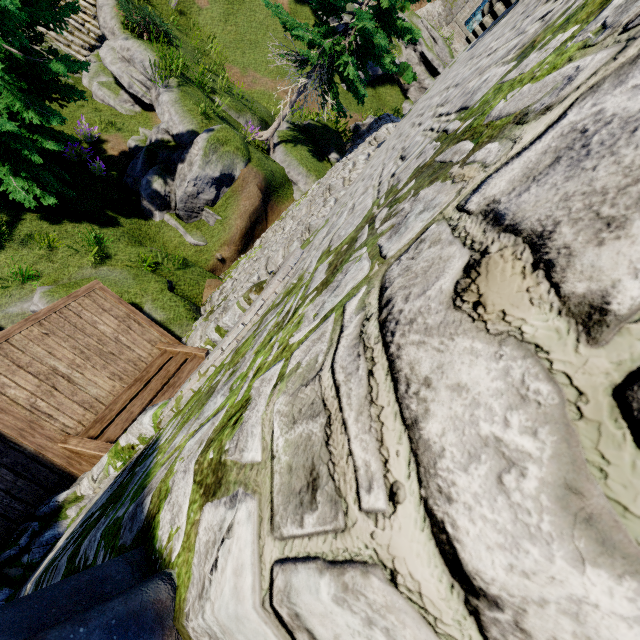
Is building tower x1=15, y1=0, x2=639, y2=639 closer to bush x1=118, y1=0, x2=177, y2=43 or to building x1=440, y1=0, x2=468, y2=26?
bush x1=118, y1=0, x2=177, y2=43

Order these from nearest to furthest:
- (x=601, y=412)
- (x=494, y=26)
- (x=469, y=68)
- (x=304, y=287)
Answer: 1. (x=601, y=412)
2. (x=304, y=287)
3. (x=469, y=68)
4. (x=494, y=26)

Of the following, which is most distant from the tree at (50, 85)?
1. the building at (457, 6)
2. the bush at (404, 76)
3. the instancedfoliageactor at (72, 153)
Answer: the building at (457, 6)

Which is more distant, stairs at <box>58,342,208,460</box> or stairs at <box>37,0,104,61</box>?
stairs at <box>37,0,104,61</box>

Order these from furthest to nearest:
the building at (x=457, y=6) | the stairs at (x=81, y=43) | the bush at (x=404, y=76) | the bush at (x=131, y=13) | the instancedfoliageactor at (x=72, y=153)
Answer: the building at (x=457, y=6) < the bush at (x=404, y=76) < the stairs at (x=81, y=43) < the bush at (x=131, y=13) < the instancedfoliageactor at (x=72, y=153)

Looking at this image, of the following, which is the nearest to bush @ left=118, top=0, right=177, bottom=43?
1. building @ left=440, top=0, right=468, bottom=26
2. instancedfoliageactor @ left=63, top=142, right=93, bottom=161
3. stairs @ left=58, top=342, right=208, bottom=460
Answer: instancedfoliageactor @ left=63, top=142, right=93, bottom=161

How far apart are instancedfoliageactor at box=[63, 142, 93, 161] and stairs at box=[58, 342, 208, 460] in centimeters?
751cm

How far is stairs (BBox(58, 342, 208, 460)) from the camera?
4.9 meters
